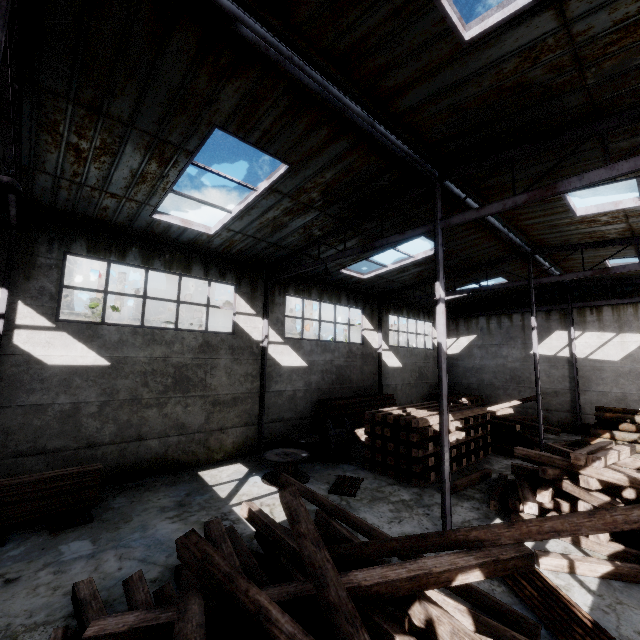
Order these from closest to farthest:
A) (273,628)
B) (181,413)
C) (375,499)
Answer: (273,628) < (375,499) < (181,413)

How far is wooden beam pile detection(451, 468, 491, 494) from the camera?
9.6m

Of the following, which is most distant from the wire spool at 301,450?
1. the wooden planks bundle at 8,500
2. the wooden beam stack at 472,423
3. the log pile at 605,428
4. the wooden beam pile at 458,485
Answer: the log pile at 605,428

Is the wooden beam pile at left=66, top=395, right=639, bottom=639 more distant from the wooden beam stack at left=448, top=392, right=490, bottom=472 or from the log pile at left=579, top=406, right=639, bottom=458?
the log pile at left=579, top=406, right=639, bottom=458

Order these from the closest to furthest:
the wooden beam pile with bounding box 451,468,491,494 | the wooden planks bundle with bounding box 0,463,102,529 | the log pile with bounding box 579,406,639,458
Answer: the wooden planks bundle with bounding box 0,463,102,529 < the wooden beam pile with bounding box 451,468,491,494 < the log pile with bounding box 579,406,639,458

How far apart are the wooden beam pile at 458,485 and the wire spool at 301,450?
3.63m

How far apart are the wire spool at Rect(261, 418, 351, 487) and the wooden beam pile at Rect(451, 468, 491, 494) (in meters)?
3.63

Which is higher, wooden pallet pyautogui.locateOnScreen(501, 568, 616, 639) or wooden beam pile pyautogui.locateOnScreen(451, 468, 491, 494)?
wooden beam pile pyautogui.locateOnScreen(451, 468, 491, 494)
